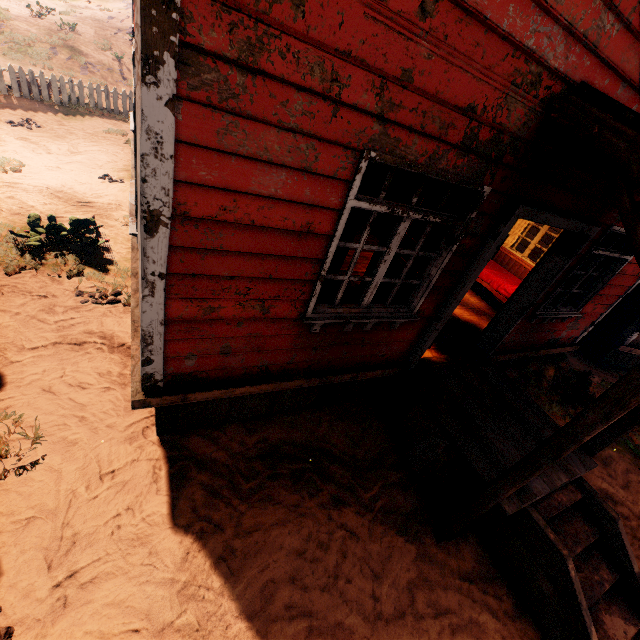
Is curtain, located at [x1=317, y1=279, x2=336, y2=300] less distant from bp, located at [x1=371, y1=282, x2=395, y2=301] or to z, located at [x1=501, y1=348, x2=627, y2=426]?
bp, located at [x1=371, y1=282, x2=395, y2=301]

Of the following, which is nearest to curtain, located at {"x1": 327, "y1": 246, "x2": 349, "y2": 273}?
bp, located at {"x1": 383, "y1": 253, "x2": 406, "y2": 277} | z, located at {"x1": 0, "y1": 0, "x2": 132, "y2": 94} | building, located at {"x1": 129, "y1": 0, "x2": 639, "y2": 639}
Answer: building, located at {"x1": 129, "y1": 0, "x2": 639, "y2": 639}

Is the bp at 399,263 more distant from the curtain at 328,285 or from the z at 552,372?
the z at 552,372

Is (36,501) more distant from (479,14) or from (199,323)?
(479,14)

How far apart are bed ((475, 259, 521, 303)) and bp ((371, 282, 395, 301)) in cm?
311

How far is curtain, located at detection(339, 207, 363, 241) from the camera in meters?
2.7 m

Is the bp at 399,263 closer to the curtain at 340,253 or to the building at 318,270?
the building at 318,270
